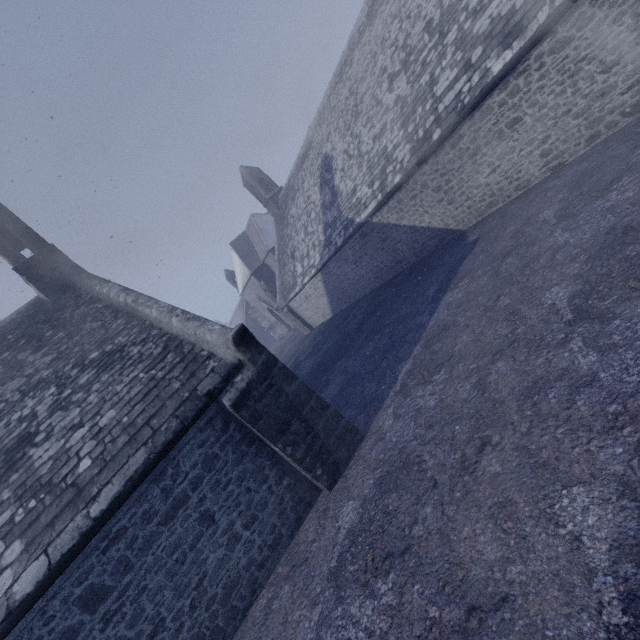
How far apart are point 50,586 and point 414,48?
15.90m
